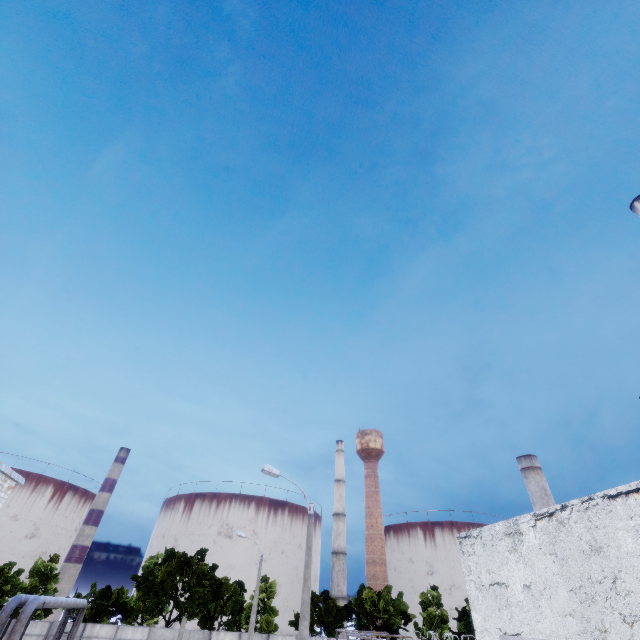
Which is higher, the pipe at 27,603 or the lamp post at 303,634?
the lamp post at 303,634

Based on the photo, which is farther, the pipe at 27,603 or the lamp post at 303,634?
the pipe at 27,603

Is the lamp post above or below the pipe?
above

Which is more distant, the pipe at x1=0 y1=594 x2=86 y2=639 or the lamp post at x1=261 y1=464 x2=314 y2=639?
the pipe at x1=0 y1=594 x2=86 y2=639

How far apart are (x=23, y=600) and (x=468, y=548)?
26.6 meters
